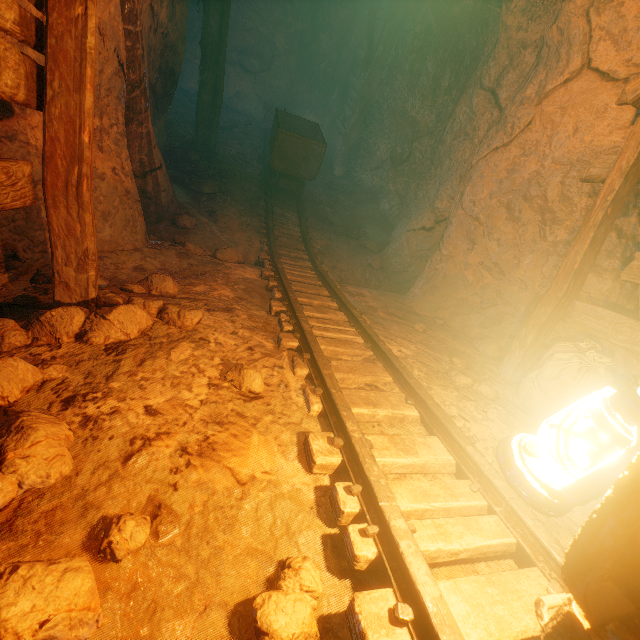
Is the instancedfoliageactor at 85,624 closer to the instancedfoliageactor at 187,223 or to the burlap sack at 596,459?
the burlap sack at 596,459

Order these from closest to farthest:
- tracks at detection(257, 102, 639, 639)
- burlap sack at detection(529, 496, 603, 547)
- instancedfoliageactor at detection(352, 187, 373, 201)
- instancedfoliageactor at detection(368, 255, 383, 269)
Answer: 1. tracks at detection(257, 102, 639, 639)
2. burlap sack at detection(529, 496, 603, 547)
3. instancedfoliageactor at detection(368, 255, 383, 269)
4. instancedfoliageactor at detection(352, 187, 373, 201)

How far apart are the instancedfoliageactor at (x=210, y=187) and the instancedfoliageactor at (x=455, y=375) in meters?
5.8 m

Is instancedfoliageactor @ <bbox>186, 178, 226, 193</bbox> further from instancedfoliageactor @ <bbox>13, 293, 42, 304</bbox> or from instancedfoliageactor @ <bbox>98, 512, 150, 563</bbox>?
instancedfoliageactor @ <bbox>98, 512, 150, 563</bbox>

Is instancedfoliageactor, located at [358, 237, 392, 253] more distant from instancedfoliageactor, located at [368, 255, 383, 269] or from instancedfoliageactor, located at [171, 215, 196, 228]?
instancedfoliageactor, located at [171, 215, 196, 228]

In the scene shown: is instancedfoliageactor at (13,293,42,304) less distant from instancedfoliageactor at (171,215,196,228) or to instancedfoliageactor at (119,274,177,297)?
instancedfoliageactor at (119,274,177,297)

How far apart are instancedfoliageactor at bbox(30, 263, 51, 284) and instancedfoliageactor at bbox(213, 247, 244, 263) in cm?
160

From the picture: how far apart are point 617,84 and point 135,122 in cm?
553
